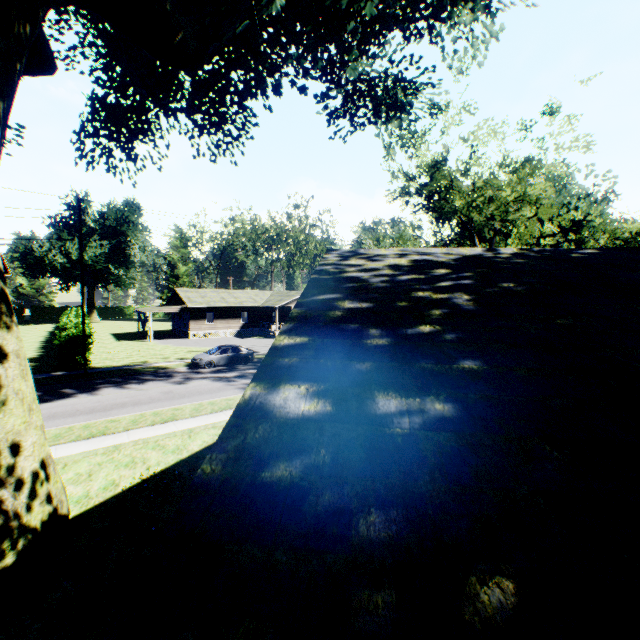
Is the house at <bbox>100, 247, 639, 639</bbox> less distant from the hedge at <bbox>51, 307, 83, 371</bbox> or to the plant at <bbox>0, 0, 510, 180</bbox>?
the plant at <bbox>0, 0, 510, 180</bbox>

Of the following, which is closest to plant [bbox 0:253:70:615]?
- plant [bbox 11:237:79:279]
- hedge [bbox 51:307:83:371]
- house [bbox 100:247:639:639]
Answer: house [bbox 100:247:639:639]

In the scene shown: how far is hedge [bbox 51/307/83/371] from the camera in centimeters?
2325cm

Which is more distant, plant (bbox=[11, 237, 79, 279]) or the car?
plant (bbox=[11, 237, 79, 279])

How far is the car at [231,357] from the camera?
25.00m

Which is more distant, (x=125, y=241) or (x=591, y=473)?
(x=125, y=241)

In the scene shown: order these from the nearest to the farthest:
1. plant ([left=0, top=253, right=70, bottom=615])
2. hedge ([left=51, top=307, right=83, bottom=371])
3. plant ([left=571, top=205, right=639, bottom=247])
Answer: plant ([left=0, top=253, right=70, bottom=615]), hedge ([left=51, top=307, right=83, bottom=371]), plant ([left=571, top=205, right=639, bottom=247])

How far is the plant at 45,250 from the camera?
55.91m
